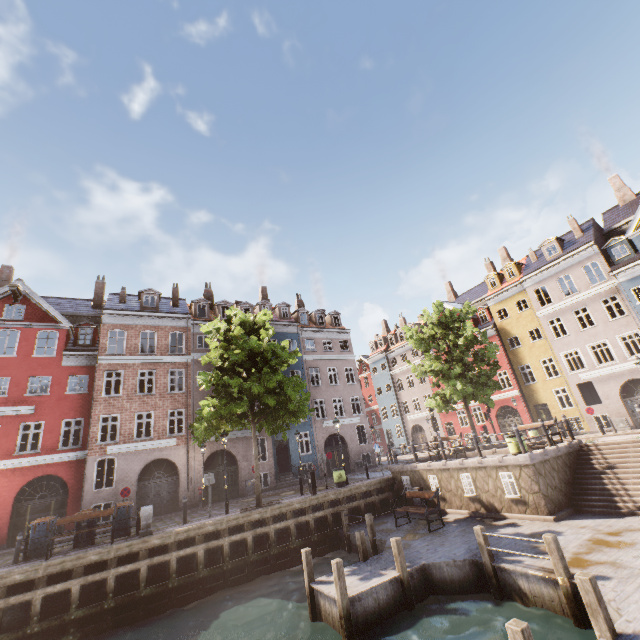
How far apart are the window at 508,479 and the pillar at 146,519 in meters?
14.4

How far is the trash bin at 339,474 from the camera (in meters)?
18.28

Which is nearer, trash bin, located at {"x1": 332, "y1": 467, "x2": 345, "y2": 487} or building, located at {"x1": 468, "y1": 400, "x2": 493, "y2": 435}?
trash bin, located at {"x1": 332, "y1": 467, "x2": 345, "y2": 487}

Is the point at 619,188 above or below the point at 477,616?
above

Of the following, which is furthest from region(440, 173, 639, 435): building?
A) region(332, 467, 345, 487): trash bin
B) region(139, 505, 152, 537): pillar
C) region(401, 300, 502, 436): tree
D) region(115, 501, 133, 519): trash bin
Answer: region(139, 505, 152, 537): pillar

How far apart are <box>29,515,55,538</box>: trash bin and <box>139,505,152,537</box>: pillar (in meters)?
3.28

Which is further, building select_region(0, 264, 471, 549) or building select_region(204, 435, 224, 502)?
building select_region(204, 435, 224, 502)

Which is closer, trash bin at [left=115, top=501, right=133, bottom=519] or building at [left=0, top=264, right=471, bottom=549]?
trash bin at [left=115, top=501, right=133, bottom=519]
